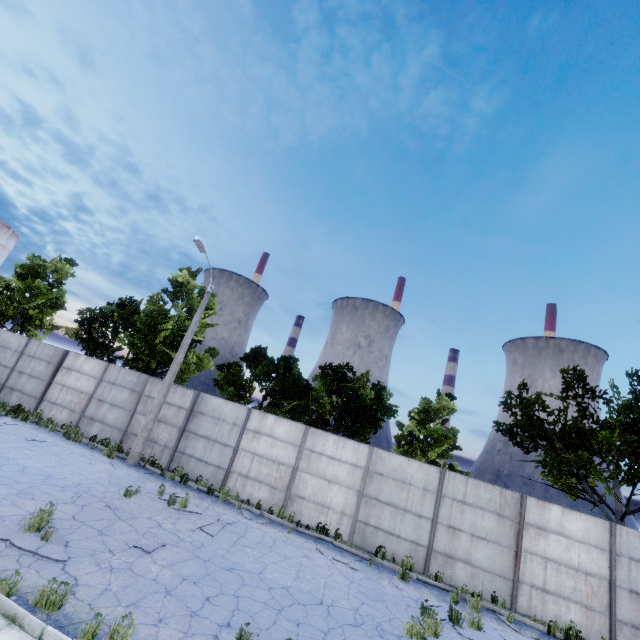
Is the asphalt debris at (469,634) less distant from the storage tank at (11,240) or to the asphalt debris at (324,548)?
the asphalt debris at (324,548)

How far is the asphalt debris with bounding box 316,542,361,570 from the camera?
10.3m

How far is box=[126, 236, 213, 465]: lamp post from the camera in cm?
1399

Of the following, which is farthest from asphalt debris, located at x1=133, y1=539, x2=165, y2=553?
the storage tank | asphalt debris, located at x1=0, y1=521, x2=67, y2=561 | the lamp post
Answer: the storage tank

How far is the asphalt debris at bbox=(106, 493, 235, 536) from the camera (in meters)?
9.37

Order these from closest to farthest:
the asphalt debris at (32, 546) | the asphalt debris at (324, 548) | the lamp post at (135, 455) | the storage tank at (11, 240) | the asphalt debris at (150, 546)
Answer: the asphalt debris at (32, 546), the asphalt debris at (150, 546), the asphalt debris at (324, 548), the lamp post at (135, 455), the storage tank at (11, 240)

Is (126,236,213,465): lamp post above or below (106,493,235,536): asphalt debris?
above

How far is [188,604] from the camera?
6.1 meters
